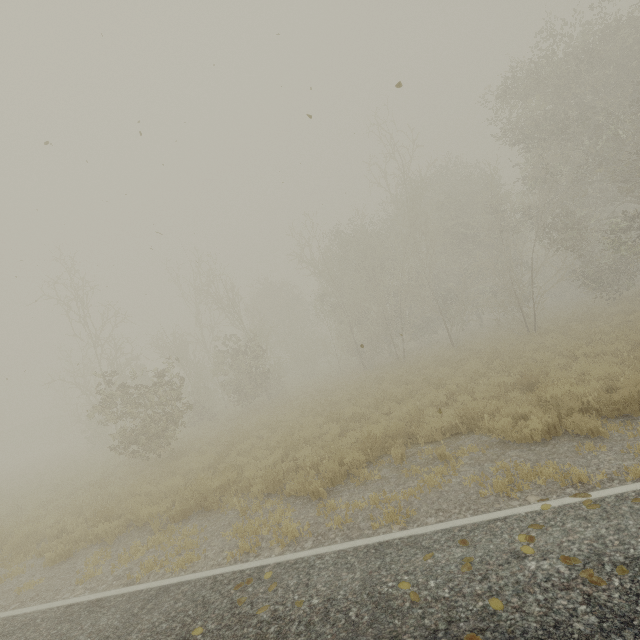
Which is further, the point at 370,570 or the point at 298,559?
the point at 298,559
